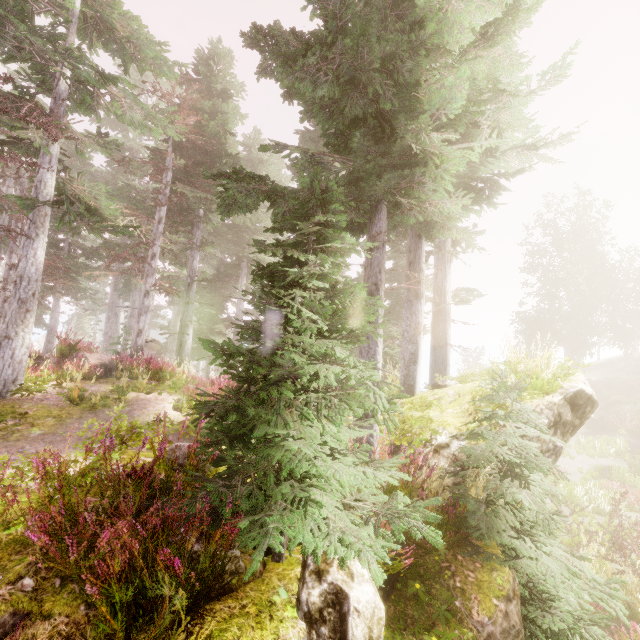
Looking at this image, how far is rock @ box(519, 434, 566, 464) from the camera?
5.7 meters

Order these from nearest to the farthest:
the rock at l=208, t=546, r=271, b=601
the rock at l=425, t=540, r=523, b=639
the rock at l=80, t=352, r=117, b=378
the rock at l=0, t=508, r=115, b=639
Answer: the rock at l=0, t=508, r=115, b=639 → the rock at l=208, t=546, r=271, b=601 → the rock at l=425, t=540, r=523, b=639 → the rock at l=80, t=352, r=117, b=378

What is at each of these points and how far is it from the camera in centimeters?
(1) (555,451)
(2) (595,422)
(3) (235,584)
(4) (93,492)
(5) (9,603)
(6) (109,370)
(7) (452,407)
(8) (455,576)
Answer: (1) rock, 605cm
(2) tree trunk, 2256cm
(3) rock, 268cm
(4) rock, 328cm
(5) rock, 203cm
(6) rock, 1247cm
(7) rock, 686cm
(8) rock, 402cm

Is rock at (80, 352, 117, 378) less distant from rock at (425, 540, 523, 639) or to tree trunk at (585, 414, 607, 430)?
rock at (425, 540, 523, 639)

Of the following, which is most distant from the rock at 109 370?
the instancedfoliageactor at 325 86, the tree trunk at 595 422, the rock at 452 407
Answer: the tree trunk at 595 422

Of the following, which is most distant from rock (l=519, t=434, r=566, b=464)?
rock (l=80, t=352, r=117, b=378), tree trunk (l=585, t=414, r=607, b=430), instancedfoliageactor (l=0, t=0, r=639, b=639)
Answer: tree trunk (l=585, t=414, r=607, b=430)

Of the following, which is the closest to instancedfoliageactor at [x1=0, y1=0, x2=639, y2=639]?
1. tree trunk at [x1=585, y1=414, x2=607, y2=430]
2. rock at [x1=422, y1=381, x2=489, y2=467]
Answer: rock at [x1=422, y1=381, x2=489, y2=467]
